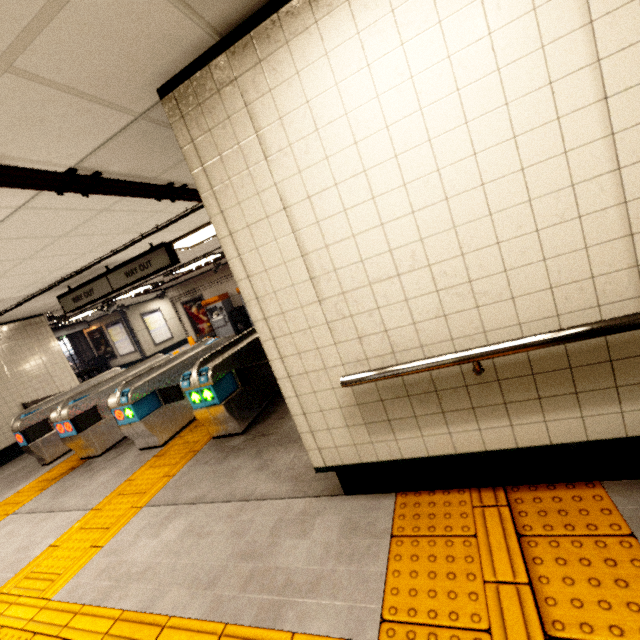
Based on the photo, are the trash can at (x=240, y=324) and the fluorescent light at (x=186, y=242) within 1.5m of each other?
no

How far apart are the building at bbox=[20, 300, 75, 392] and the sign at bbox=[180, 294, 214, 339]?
5.8 meters

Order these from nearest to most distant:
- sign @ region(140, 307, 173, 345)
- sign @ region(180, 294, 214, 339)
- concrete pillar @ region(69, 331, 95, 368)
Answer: sign @ region(180, 294, 214, 339), sign @ region(140, 307, 173, 345), concrete pillar @ region(69, 331, 95, 368)

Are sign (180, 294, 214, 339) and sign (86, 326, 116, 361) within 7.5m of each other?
yes

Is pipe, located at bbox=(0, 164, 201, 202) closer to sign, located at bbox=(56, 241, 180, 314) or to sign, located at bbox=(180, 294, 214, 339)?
sign, located at bbox=(56, 241, 180, 314)

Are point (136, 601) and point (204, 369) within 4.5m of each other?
yes

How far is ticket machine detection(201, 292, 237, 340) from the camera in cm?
1286

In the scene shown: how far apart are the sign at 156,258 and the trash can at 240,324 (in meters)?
6.19
